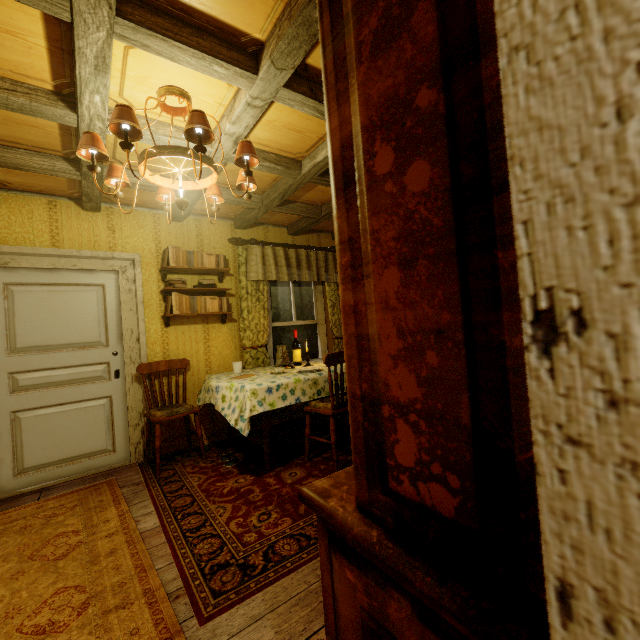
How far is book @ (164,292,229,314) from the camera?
3.7 meters

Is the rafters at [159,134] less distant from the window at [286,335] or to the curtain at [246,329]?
the curtain at [246,329]

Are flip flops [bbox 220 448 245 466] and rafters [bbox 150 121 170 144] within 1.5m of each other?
no

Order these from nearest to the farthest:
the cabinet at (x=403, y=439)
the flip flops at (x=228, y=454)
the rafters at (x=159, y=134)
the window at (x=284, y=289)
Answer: the cabinet at (x=403, y=439)
the rafters at (x=159, y=134)
the flip flops at (x=228, y=454)
the window at (x=284, y=289)

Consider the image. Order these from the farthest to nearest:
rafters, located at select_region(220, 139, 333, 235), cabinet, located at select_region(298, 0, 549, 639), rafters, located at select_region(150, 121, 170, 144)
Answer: rafters, located at select_region(220, 139, 333, 235) < rafters, located at select_region(150, 121, 170, 144) < cabinet, located at select_region(298, 0, 549, 639)

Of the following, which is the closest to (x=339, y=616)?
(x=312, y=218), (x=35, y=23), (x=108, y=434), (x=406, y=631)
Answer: (x=406, y=631)

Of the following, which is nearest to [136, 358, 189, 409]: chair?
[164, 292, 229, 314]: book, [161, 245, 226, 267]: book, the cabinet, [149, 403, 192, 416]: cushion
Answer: [149, 403, 192, 416]: cushion

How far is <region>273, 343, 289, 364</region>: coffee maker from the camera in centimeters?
412cm
